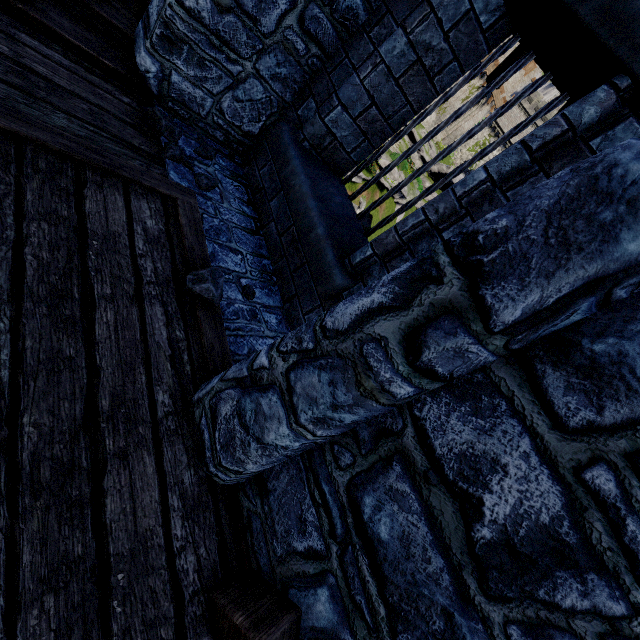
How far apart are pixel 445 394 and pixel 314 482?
0.8 meters

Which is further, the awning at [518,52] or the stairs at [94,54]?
the awning at [518,52]

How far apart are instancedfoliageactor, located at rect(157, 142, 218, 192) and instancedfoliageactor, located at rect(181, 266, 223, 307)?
1.1m

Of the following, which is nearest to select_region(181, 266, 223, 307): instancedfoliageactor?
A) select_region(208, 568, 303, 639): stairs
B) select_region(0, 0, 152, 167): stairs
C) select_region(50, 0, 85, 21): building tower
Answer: select_region(50, 0, 85, 21): building tower

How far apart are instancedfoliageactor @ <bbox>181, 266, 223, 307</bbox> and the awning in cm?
407

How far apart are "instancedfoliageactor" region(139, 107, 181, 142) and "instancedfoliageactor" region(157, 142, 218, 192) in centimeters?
8cm

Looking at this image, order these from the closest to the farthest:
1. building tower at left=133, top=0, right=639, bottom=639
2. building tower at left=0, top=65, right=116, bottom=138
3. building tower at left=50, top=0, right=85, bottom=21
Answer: building tower at left=133, top=0, right=639, bottom=639 → building tower at left=0, top=65, right=116, bottom=138 → building tower at left=50, top=0, right=85, bottom=21

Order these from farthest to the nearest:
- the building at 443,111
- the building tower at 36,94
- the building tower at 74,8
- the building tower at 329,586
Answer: the building at 443,111
the building tower at 74,8
the building tower at 36,94
the building tower at 329,586
